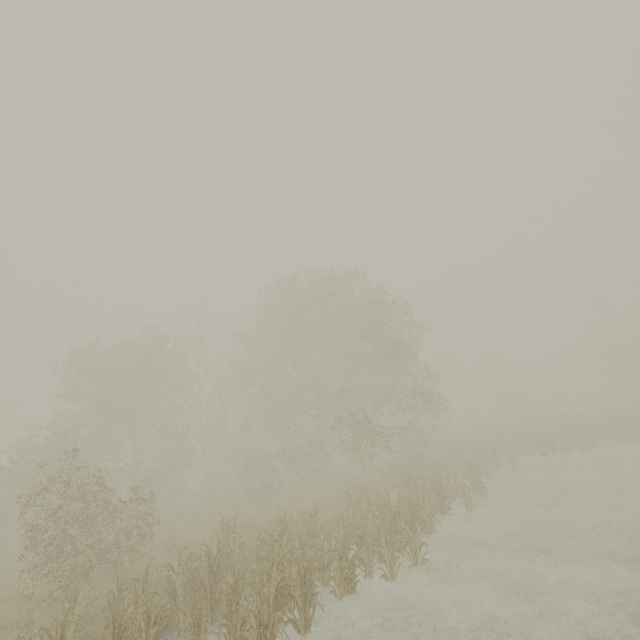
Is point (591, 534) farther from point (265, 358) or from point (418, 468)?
point (265, 358)
